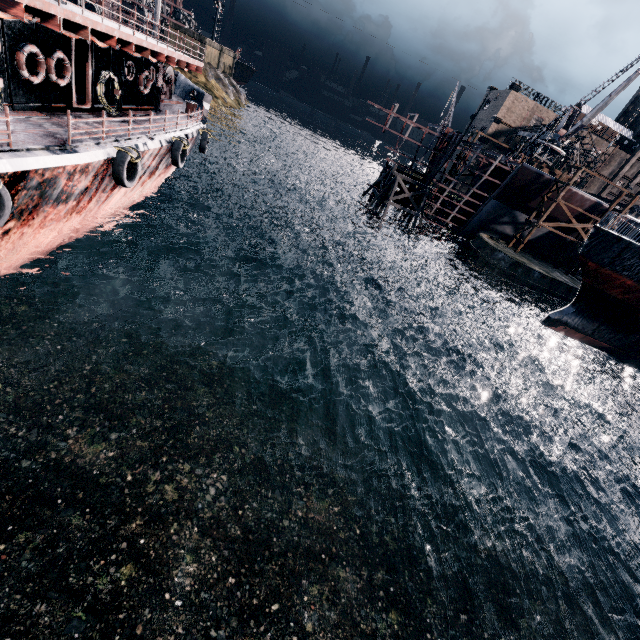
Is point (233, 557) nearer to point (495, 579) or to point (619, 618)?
point (495, 579)

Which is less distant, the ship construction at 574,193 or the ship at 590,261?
the ship at 590,261

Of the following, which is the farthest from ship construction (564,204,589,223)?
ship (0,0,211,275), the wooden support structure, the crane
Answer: ship (0,0,211,275)

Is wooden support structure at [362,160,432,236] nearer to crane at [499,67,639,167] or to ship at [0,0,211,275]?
crane at [499,67,639,167]

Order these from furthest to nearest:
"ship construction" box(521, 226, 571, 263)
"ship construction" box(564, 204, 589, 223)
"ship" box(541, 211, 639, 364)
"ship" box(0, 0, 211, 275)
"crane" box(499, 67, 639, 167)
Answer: "ship construction" box(521, 226, 571, 263) → "ship construction" box(564, 204, 589, 223) → "crane" box(499, 67, 639, 167) → "ship" box(541, 211, 639, 364) → "ship" box(0, 0, 211, 275)

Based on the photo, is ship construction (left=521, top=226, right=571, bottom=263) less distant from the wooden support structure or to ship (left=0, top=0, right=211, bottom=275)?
the wooden support structure

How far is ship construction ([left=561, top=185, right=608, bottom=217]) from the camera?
40.3m

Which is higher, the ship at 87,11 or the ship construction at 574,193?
the ship construction at 574,193
